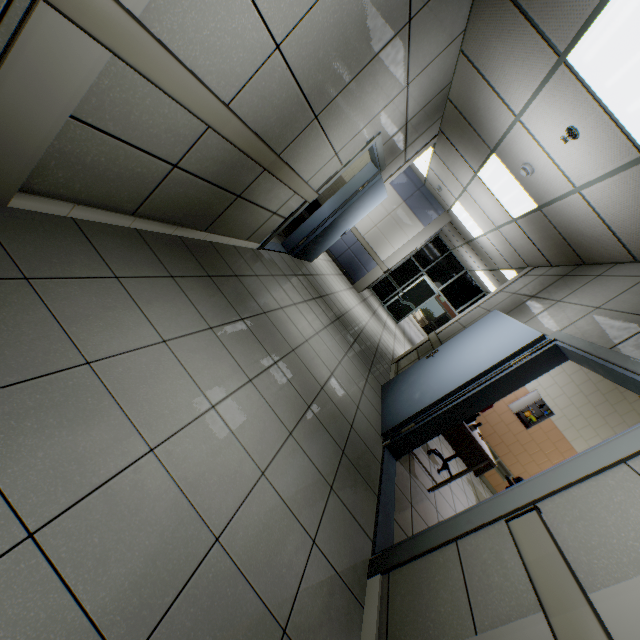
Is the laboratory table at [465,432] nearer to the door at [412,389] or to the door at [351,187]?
the door at [412,389]

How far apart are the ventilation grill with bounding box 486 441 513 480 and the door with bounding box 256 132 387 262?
5.2 meters

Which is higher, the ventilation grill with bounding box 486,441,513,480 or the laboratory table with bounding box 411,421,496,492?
the laboratory table with bounding box 411,421,496,492

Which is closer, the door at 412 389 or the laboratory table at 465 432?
the door at 412 389

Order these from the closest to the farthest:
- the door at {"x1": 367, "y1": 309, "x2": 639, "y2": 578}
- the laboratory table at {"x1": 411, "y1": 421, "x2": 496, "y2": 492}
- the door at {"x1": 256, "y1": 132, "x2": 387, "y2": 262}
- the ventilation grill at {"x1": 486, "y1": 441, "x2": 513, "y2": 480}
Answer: the door at {"x1": 367, "y1": 309, "x2": 639, "y2": 578}
the laboratory table at {"x1": 411, "y1": 421, "x2": 496, "y2": 492}
the door at {"x1": 256, "y1": 132, "x2": 387, "y2": 262}
the ventilation grill at {"x1": 486, "y1": 441, "x2": 513, "y2": 480}

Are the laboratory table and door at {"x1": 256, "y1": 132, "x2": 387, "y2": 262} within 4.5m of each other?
yes

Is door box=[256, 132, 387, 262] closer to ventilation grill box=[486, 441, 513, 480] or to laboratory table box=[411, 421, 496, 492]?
laboratory table box=[411, 421, 496, 492]

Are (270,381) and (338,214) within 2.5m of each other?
no
